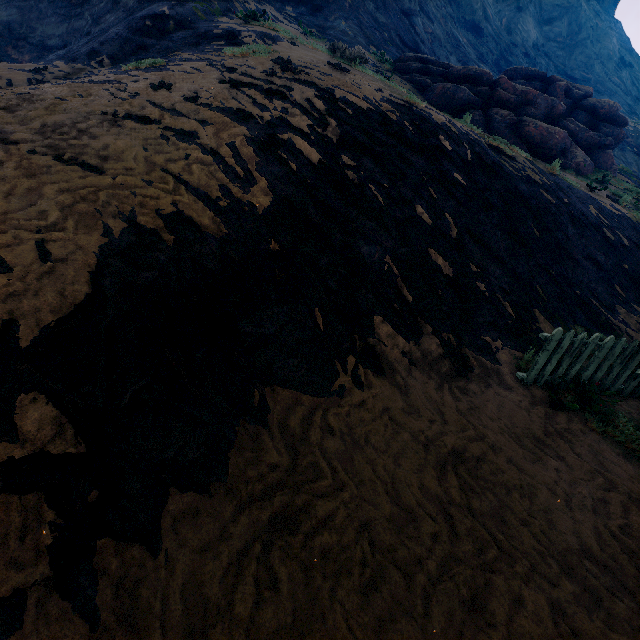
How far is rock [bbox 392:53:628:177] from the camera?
14.93m

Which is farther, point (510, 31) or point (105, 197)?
point (510, 31)

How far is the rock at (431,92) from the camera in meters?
14.9

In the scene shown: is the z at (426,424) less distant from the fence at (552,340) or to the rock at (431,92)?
the fence at (552,340)

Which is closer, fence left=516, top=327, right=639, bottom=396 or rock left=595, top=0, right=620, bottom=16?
fence left=516, top=327, right=639, bottom=396

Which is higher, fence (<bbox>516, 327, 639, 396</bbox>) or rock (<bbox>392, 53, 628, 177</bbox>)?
rock (<bbox>392, 53, 628, 177</bbox>)

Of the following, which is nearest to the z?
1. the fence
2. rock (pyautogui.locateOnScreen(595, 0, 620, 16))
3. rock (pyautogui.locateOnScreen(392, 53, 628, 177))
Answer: the fence
